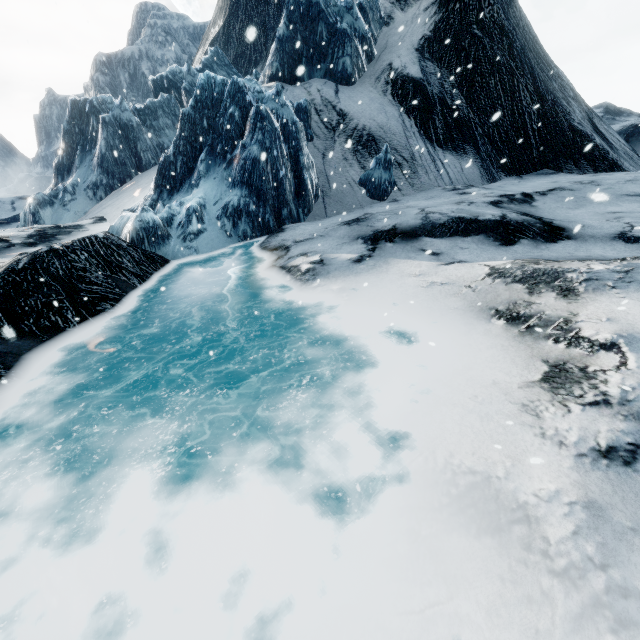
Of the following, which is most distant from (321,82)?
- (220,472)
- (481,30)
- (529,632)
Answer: (529,632)
